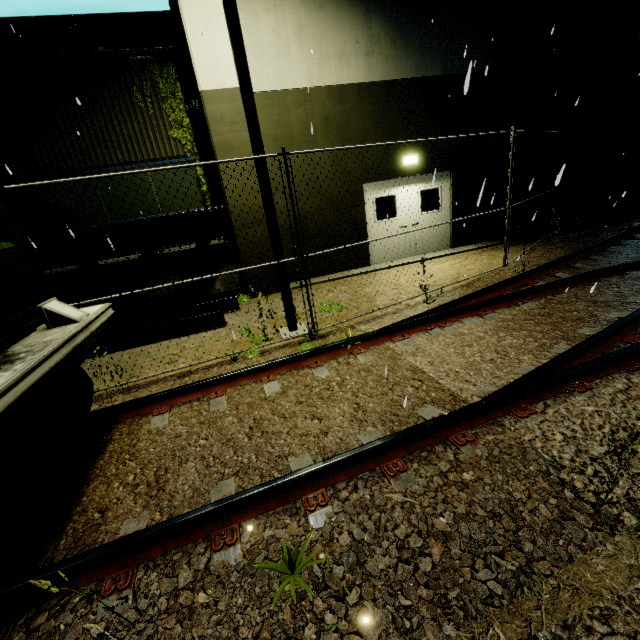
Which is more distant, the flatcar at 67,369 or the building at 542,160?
the building at 542,160

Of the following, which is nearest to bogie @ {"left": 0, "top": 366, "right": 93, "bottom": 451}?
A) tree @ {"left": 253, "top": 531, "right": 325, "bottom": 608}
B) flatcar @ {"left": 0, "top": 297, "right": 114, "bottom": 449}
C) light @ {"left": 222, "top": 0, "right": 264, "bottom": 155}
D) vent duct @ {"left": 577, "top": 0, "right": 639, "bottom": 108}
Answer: flatcar @ {"left": 0, "top": 297, "right": 114, "bottom": 449}

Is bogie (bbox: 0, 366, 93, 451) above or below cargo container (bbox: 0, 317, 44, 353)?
below

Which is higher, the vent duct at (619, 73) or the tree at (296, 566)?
the vent duct at (619, 73)

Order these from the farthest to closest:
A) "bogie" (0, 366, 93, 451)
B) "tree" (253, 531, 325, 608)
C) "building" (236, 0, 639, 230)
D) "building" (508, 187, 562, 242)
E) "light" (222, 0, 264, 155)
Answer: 1. "building" (508, 187, 562, 242)
2. "building" (236, 0, 639, 230)
3. "light" (222, 0, 264, 155)
4. "bogie" (0, 366, 93, 451)
5. "tree" (253, 531, 325, 608)

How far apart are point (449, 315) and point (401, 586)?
4.03m

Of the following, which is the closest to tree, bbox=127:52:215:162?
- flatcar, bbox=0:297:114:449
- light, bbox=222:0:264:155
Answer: light, bbox=222:0:264:155

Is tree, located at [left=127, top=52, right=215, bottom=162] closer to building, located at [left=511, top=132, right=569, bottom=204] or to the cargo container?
building, located at [left=511, top=132, right=569, bottom=204]
